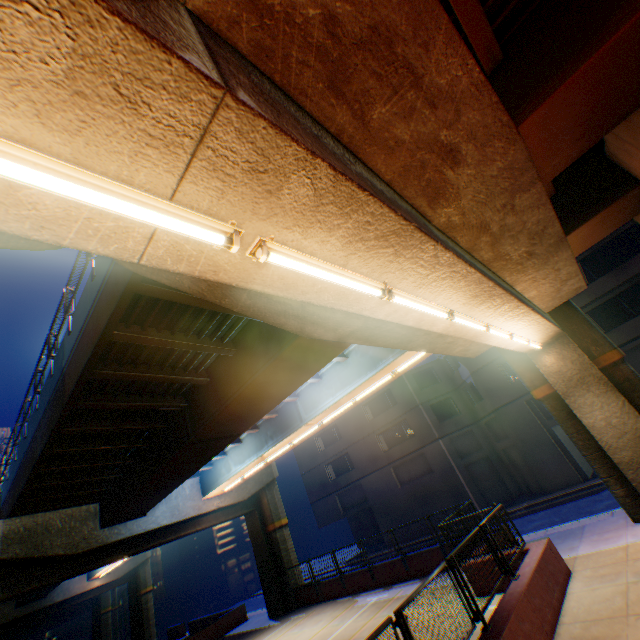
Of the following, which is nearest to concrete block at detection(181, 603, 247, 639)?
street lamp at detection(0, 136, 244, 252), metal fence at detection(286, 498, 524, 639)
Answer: metal fence at detection(286, 498, 524, 639)

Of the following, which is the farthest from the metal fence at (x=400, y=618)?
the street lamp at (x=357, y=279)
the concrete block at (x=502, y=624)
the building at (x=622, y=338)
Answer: the building at (x=622, y=338)

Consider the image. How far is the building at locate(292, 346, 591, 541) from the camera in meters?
22.0 m

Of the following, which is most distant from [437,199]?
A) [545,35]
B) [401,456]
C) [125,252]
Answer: [401,456]

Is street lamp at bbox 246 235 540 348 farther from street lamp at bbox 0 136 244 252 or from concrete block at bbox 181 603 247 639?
concrete block at bbox 181 603 247 639

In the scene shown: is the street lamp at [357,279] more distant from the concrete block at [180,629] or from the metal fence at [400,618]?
the concrete block at [180,629]

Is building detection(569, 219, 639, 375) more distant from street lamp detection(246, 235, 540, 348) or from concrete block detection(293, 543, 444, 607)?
street lamp detection(246, 235, 540, 348)
